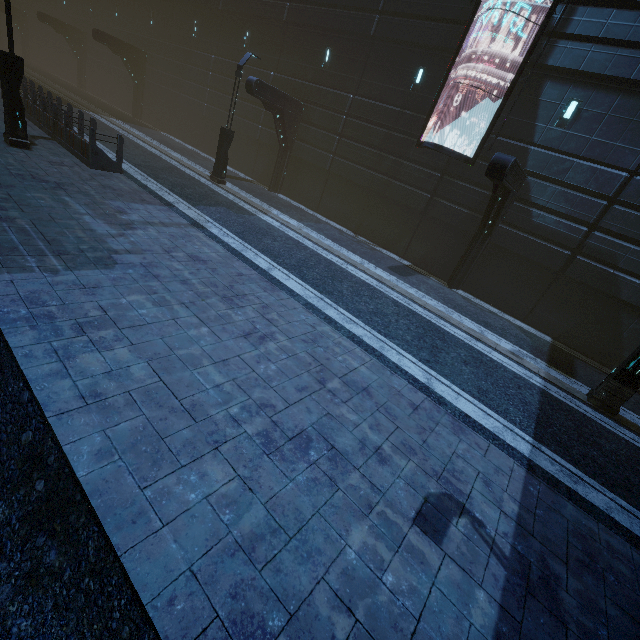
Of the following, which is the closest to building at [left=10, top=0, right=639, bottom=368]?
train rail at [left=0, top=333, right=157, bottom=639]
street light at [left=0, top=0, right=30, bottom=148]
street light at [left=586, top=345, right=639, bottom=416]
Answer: train rail at [left=0, top=333, right=157, bottom=639]

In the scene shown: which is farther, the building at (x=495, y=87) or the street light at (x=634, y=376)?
the building at (x=495, y=87)

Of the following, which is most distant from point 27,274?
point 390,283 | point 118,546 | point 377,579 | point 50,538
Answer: point 390,283

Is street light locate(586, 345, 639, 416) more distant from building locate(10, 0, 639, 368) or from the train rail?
the train rail

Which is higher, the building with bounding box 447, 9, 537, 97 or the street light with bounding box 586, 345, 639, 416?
the building with bounding box 447, 9, 537, 97

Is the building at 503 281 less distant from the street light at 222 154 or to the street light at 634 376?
the street light at 222 154

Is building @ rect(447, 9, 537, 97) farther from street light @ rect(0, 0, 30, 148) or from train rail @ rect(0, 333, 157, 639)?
street light @ rect(0, 0, 30, 148)

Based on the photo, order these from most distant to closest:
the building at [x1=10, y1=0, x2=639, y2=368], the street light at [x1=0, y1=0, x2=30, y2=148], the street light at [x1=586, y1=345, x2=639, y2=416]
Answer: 1. the building at [x1=10, y1=0, x2=639, y2=368]
2. the street light at [x1=0, y1=0, x2=30, y2=148]
3. the street light at [x1=586, y1=345, x2=639, y2=416]
